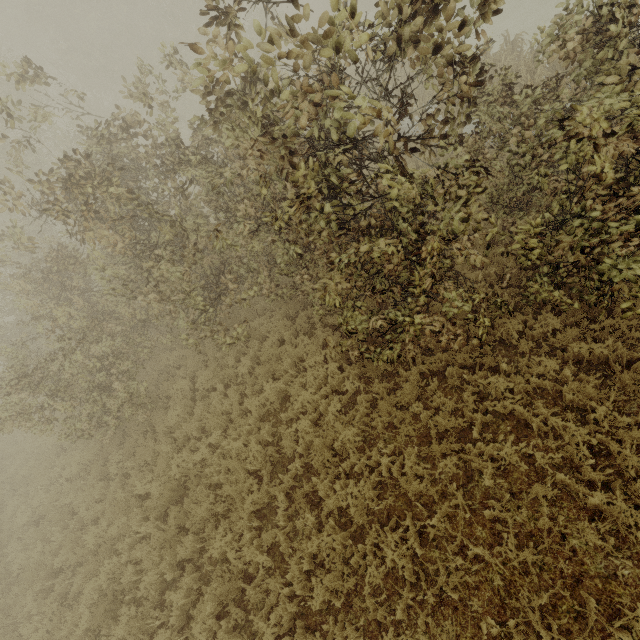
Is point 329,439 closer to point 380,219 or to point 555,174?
point 380,219
